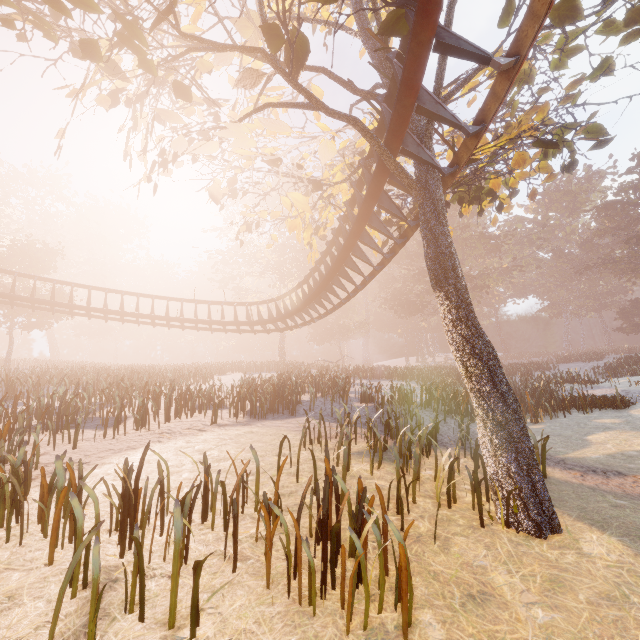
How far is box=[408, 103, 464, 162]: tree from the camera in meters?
6.2 m

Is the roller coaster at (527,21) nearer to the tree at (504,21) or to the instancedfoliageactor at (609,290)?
the tree at (504,21)

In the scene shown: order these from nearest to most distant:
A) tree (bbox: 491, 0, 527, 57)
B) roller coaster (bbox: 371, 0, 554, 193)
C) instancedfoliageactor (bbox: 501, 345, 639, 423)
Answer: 1. roller coaster (bbox: 371, 0, 554, 193)
2. tree (bbox: 491, 0, 527, 57)
3. instancedfoliageactor (bbox: 501, 345, 639, 423)

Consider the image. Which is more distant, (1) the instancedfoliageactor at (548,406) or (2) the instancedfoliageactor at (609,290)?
(2) the instancedfoliageactor at (609,290)

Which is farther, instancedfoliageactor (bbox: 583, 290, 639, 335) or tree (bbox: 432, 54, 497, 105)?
instancedfoliageactor (bbox: 583, 290, 639, 335)

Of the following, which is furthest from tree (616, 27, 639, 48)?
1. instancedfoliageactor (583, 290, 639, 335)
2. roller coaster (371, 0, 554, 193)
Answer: instancedfoliageactor (583, 290, 639, 335)

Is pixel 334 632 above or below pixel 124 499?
below
